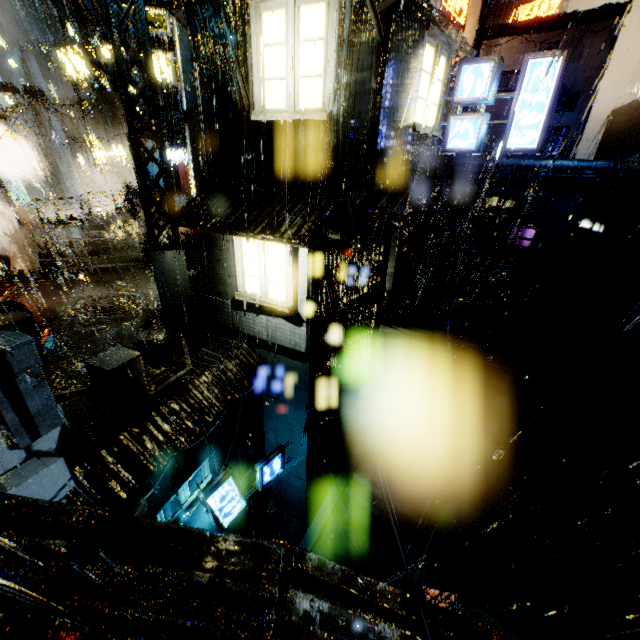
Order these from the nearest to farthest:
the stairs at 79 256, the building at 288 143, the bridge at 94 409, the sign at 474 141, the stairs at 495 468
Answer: the building at 288 143, the bridge at 94 409, the sign at 474 141, the stairs at 495 468, the stairs at 79 256

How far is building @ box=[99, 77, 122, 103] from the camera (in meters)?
56.99

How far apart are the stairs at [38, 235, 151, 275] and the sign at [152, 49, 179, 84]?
7.7m

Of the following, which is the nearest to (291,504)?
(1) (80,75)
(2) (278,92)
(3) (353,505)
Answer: (3) (353,505)

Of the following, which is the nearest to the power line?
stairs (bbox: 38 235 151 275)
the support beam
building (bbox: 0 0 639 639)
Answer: building (bbox: 0 0 639 639)

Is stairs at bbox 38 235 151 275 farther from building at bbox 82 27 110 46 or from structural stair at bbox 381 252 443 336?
structural stair at bbox 381 252 443 336

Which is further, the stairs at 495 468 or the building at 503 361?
the building at 503 361

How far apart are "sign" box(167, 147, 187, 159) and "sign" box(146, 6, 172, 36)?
19.6 meters
